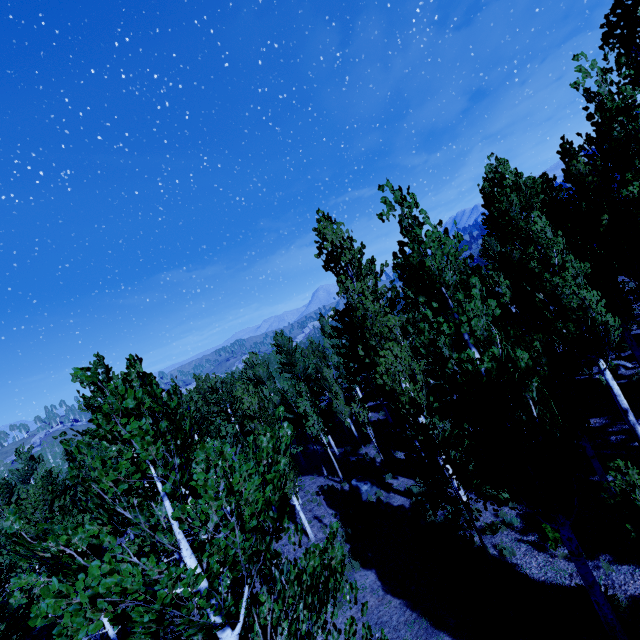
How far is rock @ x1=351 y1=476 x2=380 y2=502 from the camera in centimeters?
1689cm

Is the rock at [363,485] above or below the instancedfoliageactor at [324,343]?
below

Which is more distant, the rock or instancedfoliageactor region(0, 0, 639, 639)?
the rock

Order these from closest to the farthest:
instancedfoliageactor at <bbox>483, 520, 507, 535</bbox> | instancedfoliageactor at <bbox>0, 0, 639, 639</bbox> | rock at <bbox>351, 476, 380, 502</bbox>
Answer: instancedfoliageactor at <bbox>0, 0, 639, 639</bbox>, instancedfoliageactor at <bbox>483, 520, 507, 535</bbox>, rock at <bbox>351, 476, 380, 502</bbox>

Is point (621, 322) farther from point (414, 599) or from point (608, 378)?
point (414, 599)

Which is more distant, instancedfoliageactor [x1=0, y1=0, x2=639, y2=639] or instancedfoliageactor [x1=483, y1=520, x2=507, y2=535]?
instancedfoliageactor [x1=483, y1=520, x2=507, y2=535]

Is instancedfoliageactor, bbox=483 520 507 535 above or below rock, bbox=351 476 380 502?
below

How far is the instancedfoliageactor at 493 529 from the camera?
10.8m
